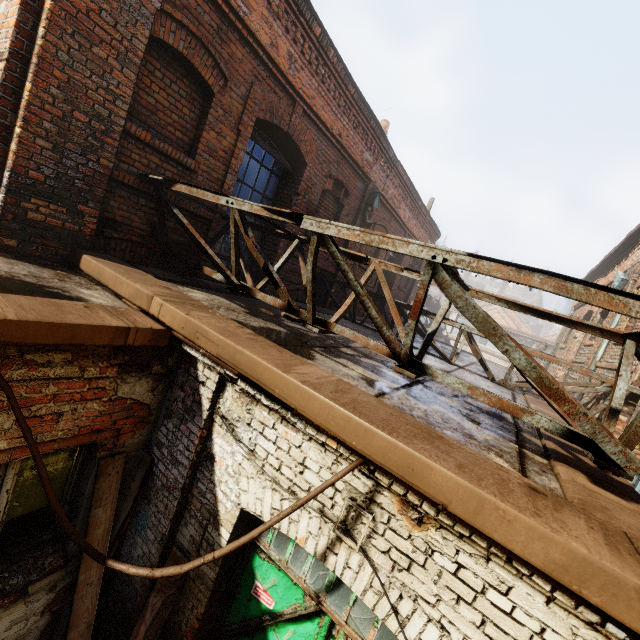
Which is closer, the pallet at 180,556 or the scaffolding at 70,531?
the scaffolding at 70,531

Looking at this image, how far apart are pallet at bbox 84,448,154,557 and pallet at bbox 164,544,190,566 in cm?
33

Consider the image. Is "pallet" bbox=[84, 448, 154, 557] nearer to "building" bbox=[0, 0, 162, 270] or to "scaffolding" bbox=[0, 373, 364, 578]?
"scaffolding" bbox=[0, 373, 364, 578]

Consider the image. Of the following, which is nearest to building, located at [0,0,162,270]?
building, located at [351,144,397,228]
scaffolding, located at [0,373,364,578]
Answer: scaffolding, located at [0,373,364,578]

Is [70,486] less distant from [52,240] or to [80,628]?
[80,628]

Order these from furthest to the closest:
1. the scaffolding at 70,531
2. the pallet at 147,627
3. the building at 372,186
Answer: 1. the building at 372,186
2. the pallet at 147,627
3. the scaffolding at 70,531

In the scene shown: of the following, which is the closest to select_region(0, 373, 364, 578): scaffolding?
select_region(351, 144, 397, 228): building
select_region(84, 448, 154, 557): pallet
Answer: select_region(84, 448, 154, 557): pallet

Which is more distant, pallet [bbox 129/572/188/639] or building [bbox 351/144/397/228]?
building [bbox 351/144/397/228]
